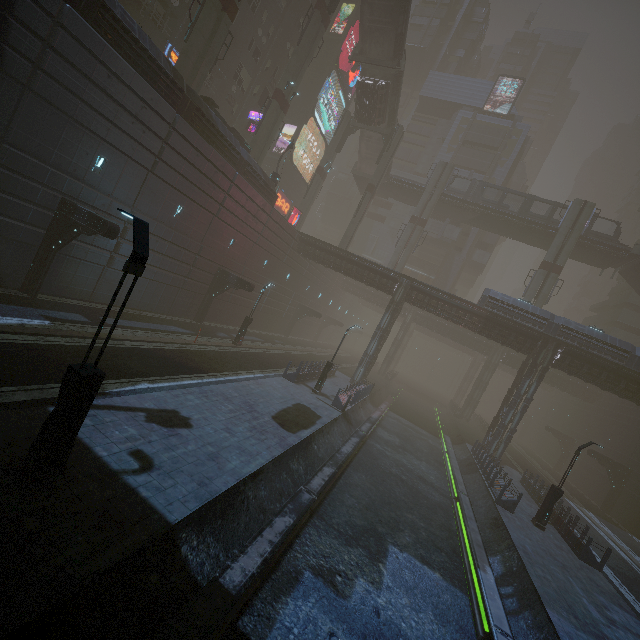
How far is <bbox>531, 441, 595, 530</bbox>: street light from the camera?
17.69m

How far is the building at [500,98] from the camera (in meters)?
57.06

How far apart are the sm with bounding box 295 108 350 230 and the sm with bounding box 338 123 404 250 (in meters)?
6.52

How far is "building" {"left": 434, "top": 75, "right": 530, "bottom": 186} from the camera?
53.5m

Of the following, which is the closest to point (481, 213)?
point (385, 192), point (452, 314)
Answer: point (385, 192)

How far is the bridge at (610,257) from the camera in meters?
37.3 m

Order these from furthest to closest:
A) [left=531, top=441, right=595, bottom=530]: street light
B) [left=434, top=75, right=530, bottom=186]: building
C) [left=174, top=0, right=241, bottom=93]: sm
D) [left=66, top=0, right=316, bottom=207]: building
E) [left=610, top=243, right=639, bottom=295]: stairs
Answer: [left=434, top=75, right=530, bottom=186]: building
[left=610, top=243, right=639, bottom=295]: stairs
[left=174, top=0, right=241, bottom=93]: sm
[left=531, top=441, right=595, bottom=530]: street light
[left=66, top=0, right=316, bottom=207]: building

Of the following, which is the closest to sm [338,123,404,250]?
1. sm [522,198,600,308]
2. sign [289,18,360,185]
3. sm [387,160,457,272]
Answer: sm [387,160,457,272]
